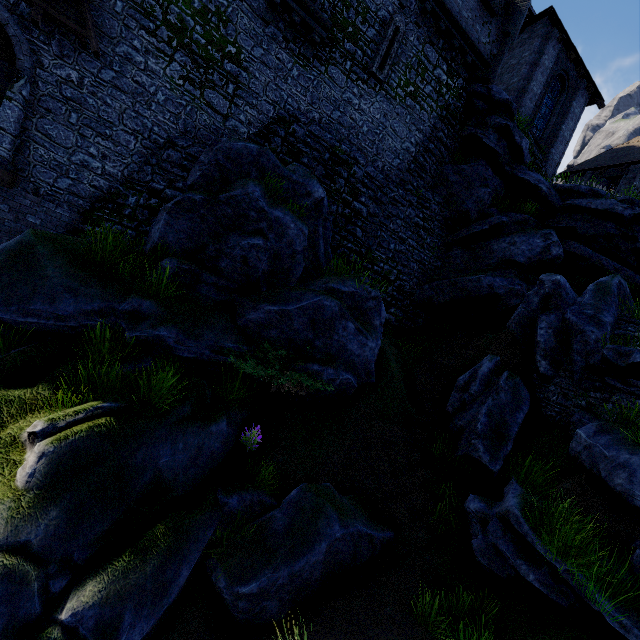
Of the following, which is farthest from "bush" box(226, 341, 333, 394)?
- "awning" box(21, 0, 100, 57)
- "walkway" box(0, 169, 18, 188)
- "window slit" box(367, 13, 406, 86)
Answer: "window slit" box(367, 13, 406, 86)

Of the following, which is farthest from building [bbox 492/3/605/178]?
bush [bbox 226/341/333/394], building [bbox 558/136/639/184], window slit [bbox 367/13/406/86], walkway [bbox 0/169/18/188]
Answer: bush [bbox 226/341/333/394]

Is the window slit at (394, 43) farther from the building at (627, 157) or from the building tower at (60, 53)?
the building at (627, 157)

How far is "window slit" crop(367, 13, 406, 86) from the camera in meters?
13.1

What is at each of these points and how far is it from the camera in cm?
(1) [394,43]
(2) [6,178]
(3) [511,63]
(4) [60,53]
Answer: (1) window slit, 1334
(2) walkway, 869
(3) building, 1777
(4) building tower, 913

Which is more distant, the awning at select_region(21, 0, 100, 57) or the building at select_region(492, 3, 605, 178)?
the building at select_region(492, 3, 605, 178)

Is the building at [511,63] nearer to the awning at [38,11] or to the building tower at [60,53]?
the building tower at [60,53]

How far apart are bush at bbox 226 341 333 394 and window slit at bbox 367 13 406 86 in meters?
12.2 m
